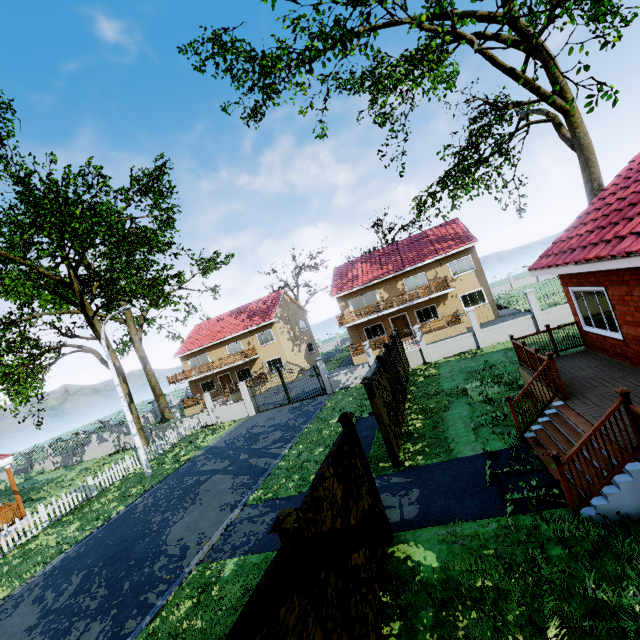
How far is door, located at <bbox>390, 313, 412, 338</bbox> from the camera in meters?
29.6 m

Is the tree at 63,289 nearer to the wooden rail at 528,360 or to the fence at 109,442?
the fence at 109,442

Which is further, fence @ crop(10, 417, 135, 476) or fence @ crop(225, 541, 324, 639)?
fence @ crop(10, 417, 135, 476)

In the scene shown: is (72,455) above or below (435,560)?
above

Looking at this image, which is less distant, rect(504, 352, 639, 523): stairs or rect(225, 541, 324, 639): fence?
rect(225, 541, 324, 639): fence

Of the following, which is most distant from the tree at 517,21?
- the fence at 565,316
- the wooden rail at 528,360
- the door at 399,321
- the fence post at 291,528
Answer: the door at 399,321

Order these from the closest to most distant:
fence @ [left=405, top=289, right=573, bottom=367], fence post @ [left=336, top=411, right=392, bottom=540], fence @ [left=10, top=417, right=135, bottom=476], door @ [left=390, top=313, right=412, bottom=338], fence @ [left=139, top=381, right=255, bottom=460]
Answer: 1. fence post @ [left=336, top=411, right=392, bottom=540]
2. fence @ [left=405, top=289, right=573, bottom=367]
3. fence @ [left=139, top=381, right=255, bottom=460]
4. fence @ [left=10, top=417, right=135, bottom=476]
5. door @ [left=390, top=313, right=412, bottom=338]

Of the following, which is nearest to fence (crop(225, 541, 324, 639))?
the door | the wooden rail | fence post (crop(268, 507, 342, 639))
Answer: fence post (crop(268, 507, 342, 639))
